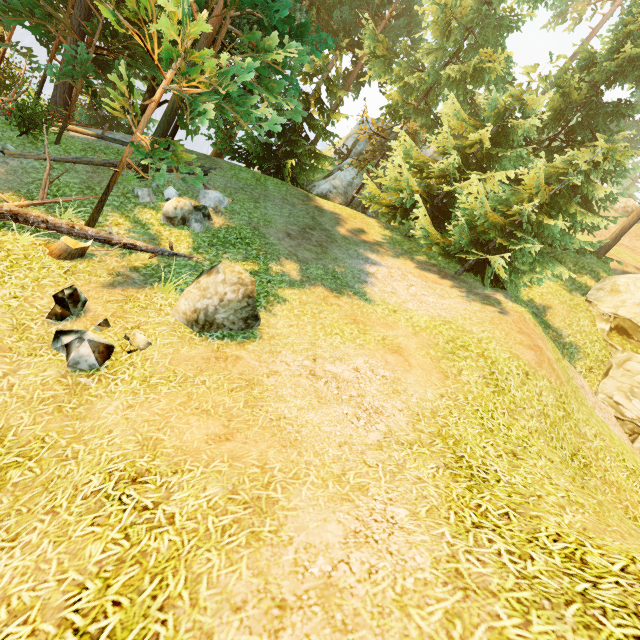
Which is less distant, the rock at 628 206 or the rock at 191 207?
the rock at 191 207

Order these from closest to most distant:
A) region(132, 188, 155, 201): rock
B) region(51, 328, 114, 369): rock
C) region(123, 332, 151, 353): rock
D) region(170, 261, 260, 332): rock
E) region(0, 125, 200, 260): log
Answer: region(51, 328, 114, 369): rock → region(123, 332, 151, 353): rock → region(170, 261, 260, 332): rock → region(0, 125, 200, 260): log → region(132, 188, 155, 201): rock

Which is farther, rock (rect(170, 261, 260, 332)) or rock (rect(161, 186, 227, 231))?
rock (rect(161, 186, 227, 231))

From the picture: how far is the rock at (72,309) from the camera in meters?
5.9 m

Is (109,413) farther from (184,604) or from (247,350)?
(184,604)

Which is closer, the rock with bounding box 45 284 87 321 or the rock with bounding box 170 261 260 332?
the rock with bounding box 45 284 87 321

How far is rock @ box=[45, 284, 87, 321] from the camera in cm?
590

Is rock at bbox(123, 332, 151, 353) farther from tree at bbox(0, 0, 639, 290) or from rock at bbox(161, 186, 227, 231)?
rock at bbox(161, 186, 227, 231)
